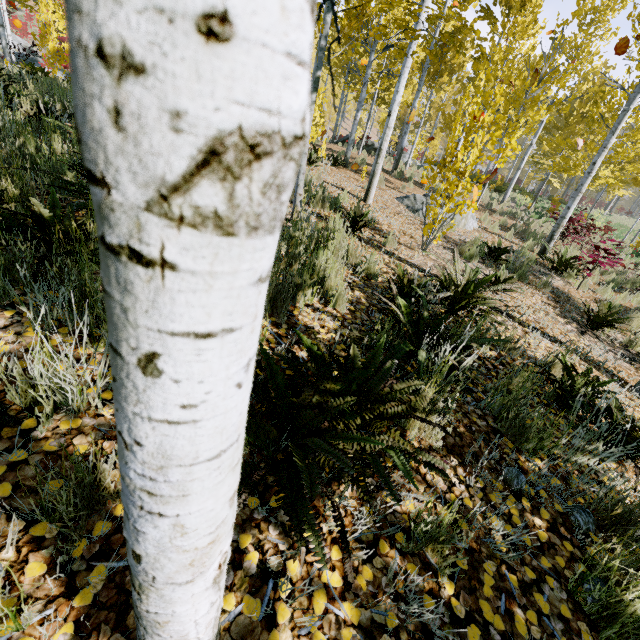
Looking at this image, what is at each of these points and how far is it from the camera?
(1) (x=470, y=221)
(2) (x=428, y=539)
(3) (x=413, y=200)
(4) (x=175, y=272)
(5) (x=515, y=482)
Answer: (1) rock, 9.2 meters
(2) instancedfoliageactor, 1.5 meters
(3) rock, 9.1 meters
(4) instancedfoliageactor, 0.3 meters
(5) instancedfoliageactor, 1.9 meters

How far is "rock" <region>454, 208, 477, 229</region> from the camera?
8.91m

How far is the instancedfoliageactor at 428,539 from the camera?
1.3 meters

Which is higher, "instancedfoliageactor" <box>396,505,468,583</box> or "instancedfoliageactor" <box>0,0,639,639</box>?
"instancedfoliageactor" <box>0,0,639,639</box>

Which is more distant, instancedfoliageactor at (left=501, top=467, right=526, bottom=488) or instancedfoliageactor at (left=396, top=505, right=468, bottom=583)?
instancedfoliageactor at (left=501, top=467, right=526, bottom=488)

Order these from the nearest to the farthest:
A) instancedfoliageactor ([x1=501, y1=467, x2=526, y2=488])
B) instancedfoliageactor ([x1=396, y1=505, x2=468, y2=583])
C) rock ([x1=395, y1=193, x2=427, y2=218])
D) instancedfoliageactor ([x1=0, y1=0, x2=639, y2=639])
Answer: instancedfoliageactor ([x1=0, y1=0, x2=639, y2=639]) < instancedfoliageactor ([x1=396, y1=505, x2=468, y2=583]) < instancedfoliageactor ([x1=501, y1=467, x2=526, y2=488]) < rock ([x1=395, y1=193, x2=427, y2=218])

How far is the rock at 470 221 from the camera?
8.91m
